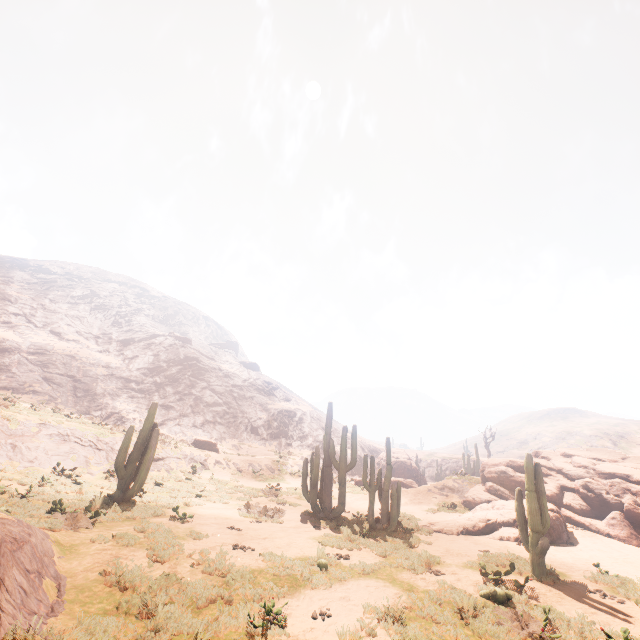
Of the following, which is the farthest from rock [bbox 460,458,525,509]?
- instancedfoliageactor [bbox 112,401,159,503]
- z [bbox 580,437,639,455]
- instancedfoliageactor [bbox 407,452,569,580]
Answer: z [bbox 580,437,639,455]

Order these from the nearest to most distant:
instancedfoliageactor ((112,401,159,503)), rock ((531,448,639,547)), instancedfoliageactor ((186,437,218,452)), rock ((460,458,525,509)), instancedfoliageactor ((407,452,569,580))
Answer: instancedfoliageactor ((407,452,569,580)), instancedfoliageactor ((112,401,159,503)), rock ((531,448,639,547)), rock ((460,458,525,509)), instancedfoliageactor ((186,437,218,452))

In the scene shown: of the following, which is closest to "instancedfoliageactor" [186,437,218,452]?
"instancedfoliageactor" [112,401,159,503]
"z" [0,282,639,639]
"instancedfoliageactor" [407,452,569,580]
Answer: "z" [0,282,639,639]

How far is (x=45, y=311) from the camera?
57.53m

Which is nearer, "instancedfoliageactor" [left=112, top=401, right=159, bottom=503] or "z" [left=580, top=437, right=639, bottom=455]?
"instancedfoliageactor" [left=112, top=401, right=159, bottom=503]

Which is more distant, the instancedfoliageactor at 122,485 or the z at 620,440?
the z at 620,440

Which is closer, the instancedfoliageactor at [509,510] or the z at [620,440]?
the instancedfoliageactor at [509,510]

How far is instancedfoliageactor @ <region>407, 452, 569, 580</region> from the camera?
9.87m
